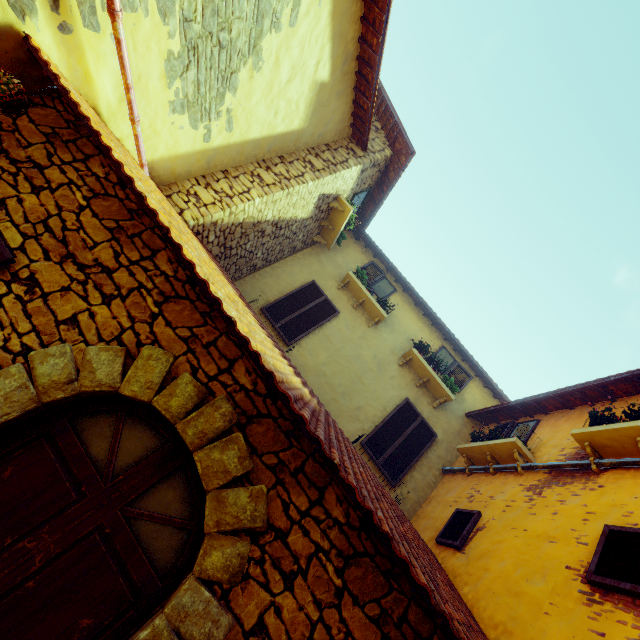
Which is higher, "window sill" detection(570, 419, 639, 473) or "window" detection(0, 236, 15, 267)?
"window sill" detection(570, 419, 639, 473)

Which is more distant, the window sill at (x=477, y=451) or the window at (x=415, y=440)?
the window at (x=415, y=440)

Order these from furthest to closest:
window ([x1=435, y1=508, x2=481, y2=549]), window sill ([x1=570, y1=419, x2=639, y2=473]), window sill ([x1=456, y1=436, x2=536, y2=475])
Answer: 1. window sill ([x1=456, y1=436, x2=536, y2=475])
2. window ([x1=435, y1=508, x2=481, y2=549])
3. window sill ([x1=570, y1=419, x2=639, y2=473])

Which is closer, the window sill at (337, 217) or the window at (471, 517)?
the window at (471, 517)

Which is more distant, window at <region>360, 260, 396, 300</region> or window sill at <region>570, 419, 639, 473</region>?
window at <region>360, 260, 396, 300</region>

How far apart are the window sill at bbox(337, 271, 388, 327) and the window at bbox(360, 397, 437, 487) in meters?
1.9

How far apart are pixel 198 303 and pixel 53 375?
1.1 meters

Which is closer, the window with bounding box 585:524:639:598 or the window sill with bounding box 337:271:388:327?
the window with bounding box 585:524:639:598
